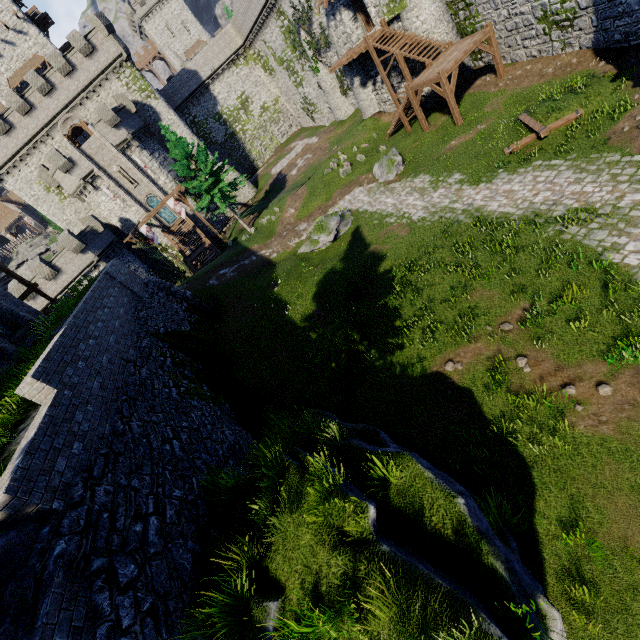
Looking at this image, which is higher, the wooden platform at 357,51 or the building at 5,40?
the building at 5,40

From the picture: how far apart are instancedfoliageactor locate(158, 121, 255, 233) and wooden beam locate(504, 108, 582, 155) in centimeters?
2330cm

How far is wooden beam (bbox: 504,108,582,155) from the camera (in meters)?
13.68

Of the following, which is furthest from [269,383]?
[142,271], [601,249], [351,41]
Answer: [142,271]

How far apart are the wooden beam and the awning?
55.0m

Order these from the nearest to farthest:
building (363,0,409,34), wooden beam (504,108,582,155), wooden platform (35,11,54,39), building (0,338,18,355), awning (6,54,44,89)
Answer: building (0,338,18,355)
wooden beam (504,108,582,155)
building (363,0,409,34)
awning (6,54,44,89)
wooden platform (35,11,54,39)

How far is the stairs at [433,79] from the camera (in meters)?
18.25

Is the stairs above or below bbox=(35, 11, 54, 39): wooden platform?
below
